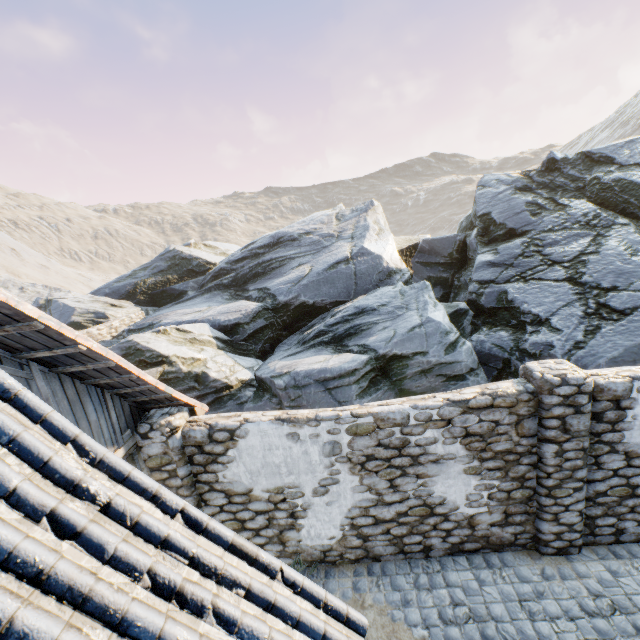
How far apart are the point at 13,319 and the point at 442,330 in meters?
8.8

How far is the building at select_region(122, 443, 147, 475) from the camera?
5.1 meters

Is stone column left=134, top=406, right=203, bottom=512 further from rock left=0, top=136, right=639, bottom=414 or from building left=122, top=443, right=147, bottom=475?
rock left=0, top=136, right=639, bottom=414

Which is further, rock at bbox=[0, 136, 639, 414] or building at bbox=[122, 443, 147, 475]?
rock at bbox=[0, 136, 639, 414]

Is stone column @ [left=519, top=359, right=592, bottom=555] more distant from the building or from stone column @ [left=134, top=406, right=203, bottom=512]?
stone column @ [left=134, top=406, right=203, bottom=512]

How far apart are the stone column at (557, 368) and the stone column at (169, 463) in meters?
5.5

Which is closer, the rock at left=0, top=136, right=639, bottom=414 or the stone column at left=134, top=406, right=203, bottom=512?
the stone column at left=134, top=406, right=203, bottom=512

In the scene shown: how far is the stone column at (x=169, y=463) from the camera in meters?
5.1 m
